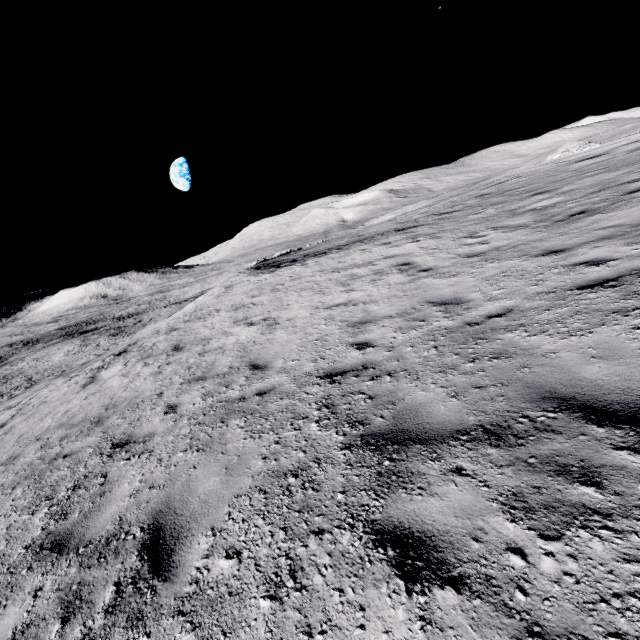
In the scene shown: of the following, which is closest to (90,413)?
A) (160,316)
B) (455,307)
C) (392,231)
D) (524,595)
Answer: (455,307)
